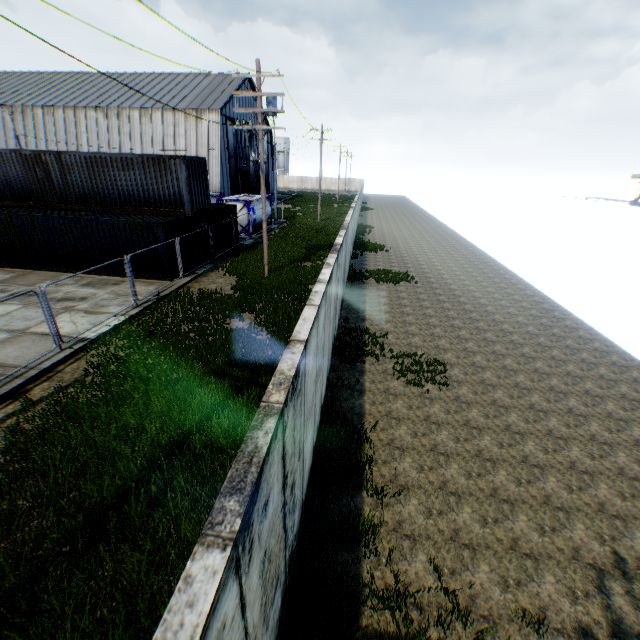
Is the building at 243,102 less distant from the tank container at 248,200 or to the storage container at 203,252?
the tank container at 248,200

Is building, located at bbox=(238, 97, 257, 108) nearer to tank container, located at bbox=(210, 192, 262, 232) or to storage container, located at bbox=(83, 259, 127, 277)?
tank container, located at bbox=(210, 192, 262, 232)

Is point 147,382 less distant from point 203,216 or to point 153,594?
point 153,594

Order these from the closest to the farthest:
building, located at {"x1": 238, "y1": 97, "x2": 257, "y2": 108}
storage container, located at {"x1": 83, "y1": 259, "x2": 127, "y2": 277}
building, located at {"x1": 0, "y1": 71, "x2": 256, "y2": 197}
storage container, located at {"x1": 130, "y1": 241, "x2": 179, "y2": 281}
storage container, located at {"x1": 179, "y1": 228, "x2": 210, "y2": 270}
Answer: storage container, located at {"x1": 130, "y1": 241, "x2": 179, "y2": 281}, storage container, located at {"x1": 83, "y1": 259, "x2": 127, "y2": 277}, storage container, located at {"x1": 179, "y1": 228, "x2": 210, "y2": 270}, building, located at {"x1": 0, "y1": 71, "x2": 256, "y2": 197}, building, located at {"x1": 238, "y1": 97, "x2": 257, "y2": 108}

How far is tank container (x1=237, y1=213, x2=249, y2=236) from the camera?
27.5m

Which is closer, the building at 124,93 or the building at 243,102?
the building at 124,93

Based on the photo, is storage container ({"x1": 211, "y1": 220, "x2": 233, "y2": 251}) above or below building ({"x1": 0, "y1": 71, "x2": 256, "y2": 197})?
below

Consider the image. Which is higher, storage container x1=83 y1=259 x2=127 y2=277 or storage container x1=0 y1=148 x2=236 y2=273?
storage container x1=0 y1=148 x2=236 y2=273
